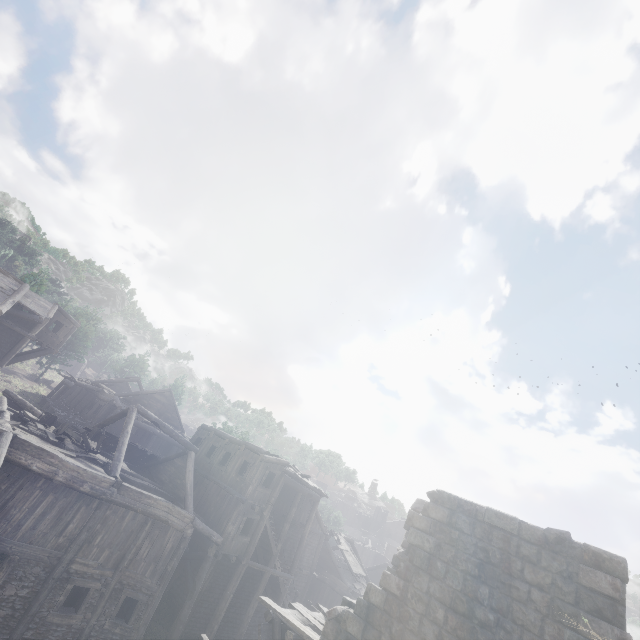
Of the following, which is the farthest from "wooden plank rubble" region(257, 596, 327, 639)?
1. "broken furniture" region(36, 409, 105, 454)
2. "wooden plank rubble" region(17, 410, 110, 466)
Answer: "broken furniture" region(36, 409, 105, 454)

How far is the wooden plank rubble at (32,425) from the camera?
14.8 meters

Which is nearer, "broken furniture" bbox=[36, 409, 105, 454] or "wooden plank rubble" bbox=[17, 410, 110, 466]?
"wooden plank rubble" bbox=[17, 410, 110, 466]

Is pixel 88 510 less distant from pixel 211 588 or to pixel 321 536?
pixel 211 588

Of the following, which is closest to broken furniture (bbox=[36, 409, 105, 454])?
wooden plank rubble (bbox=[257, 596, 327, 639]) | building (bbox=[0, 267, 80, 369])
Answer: building (bbox=[0, 267, 80, 369])

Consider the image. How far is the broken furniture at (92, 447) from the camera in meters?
16.0

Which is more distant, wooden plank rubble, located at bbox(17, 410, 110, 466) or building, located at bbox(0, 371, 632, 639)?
wooden plank rubble, located at bbox(17, 410, 110, 466)

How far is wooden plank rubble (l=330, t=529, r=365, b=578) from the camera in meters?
28.9 m
